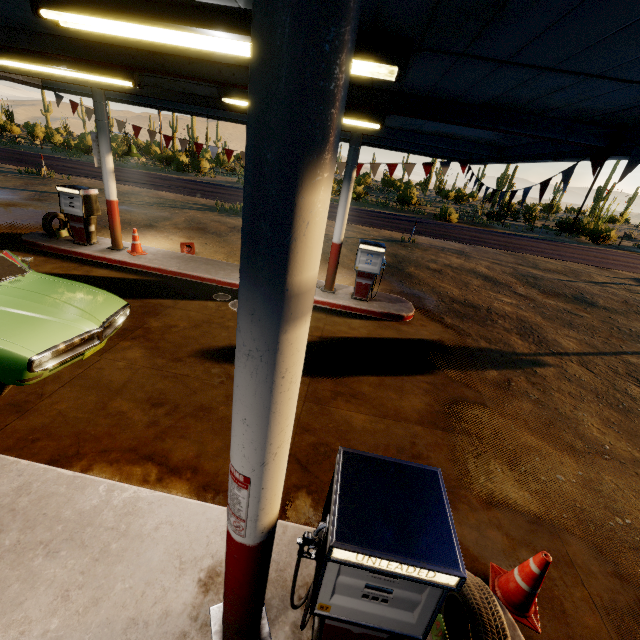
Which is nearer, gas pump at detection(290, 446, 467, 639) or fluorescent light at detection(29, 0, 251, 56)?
gas pump at detection(290, 446, 467, 639)

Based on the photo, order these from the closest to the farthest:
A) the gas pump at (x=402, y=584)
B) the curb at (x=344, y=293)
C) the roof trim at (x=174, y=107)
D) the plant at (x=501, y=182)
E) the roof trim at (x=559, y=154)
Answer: the gas pump at (x=402, y=584) < the roof trim at (x=559, y=154) < the curb at (x=344, y=293) < the roof trim at (x=174, y=107) < the plant at (x=501, y=182)

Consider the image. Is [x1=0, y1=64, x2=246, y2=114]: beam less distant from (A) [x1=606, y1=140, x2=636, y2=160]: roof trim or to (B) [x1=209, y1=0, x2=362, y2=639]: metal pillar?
(A) [x1=606, y1=140, x2=636, y2=160]: roof trim

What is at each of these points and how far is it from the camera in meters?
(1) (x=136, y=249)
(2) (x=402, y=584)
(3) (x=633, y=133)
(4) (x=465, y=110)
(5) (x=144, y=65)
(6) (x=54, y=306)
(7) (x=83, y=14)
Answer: (1) traffic cone, 9.1 m
(2) gas pump, 1.8 m
(3) roof trim, 3.6 m
(4) beam, 3.9 m
(5) beam, 4.1 m
(6) car, 4.6 m
(7) fluorescent light, 2.7 m

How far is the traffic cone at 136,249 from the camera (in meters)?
9.01

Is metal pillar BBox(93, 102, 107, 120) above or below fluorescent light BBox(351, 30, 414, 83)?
below

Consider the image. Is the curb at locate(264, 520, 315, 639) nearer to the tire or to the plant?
the tire

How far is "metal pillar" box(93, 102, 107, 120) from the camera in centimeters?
771cm
